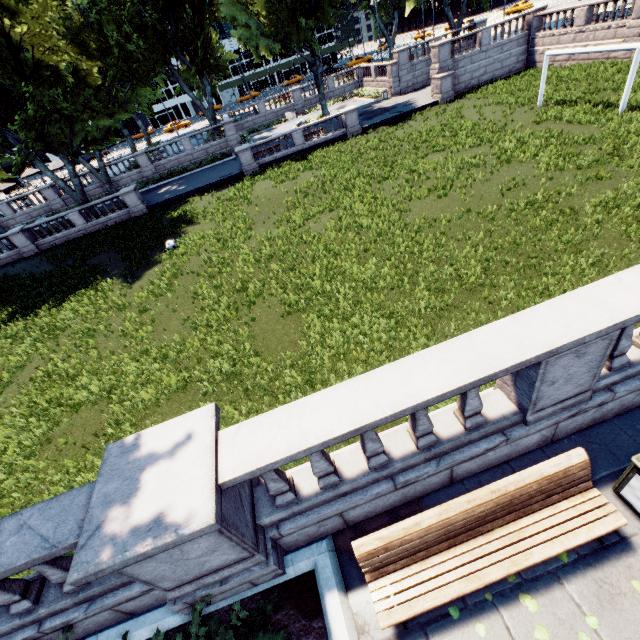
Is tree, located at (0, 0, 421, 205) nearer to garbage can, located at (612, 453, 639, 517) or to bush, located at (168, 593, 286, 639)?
bush, located at (168, 593, 286, 639)

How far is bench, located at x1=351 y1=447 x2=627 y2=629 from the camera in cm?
353

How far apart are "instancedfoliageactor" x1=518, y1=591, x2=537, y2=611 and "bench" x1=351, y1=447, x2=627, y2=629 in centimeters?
42cm

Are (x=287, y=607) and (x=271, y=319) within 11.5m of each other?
yes

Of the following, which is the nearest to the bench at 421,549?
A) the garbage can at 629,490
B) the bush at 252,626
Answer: the garbage can at 629,490

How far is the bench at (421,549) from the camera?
3.5m

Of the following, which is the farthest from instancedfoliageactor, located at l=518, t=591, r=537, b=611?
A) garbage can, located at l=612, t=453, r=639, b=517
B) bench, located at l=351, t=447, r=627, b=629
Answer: garbage can, located at l=612, t=453, r=639, b=517

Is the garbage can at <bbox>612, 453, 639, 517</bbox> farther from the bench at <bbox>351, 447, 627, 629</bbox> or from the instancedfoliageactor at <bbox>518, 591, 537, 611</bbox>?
the instancedfoliageactor at <bbox>518, 591, 537, 611</bbox>
